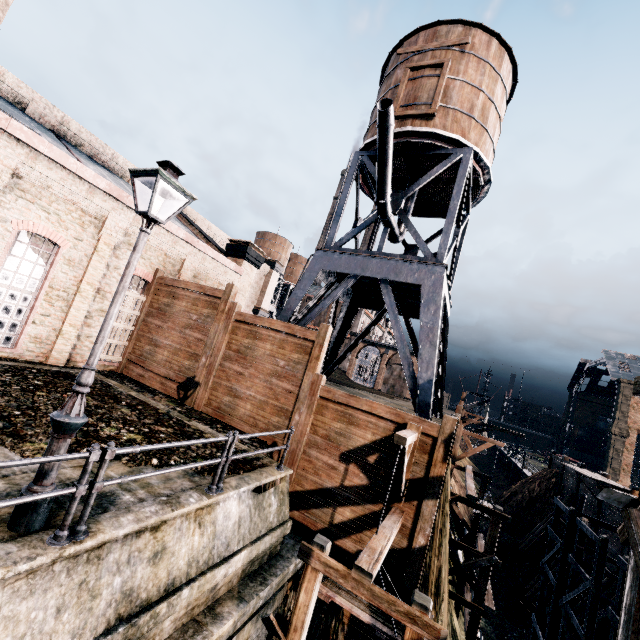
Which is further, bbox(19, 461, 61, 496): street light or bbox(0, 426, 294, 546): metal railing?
bbox(19, 461, 61, 496): street light

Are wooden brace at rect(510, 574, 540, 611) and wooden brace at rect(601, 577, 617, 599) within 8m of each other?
yes

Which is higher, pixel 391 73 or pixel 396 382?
pixel 391 73

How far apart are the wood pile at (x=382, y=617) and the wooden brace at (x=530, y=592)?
24.6 meters

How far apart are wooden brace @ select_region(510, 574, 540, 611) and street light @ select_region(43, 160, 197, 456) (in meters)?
31.84

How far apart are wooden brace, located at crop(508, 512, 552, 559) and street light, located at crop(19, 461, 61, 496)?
36.2m

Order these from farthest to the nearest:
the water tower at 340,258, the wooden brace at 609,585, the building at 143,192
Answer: the wooden brace at 609,585 < the building at 143,192 < the water tower at 340,258

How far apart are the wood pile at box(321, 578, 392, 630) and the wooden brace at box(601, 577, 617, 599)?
20.1 meters
